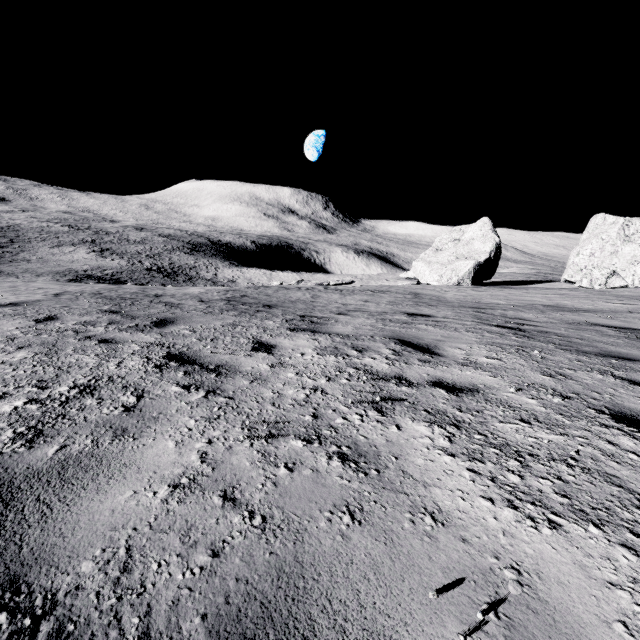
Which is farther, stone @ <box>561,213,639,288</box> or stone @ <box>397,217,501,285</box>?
stone @ <box>397,217,501,285</box>

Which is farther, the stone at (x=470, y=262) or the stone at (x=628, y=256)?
the stone at (x=470, y=262)

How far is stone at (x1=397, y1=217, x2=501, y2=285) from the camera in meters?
24.2

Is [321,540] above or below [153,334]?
above

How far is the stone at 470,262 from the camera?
24.23m
